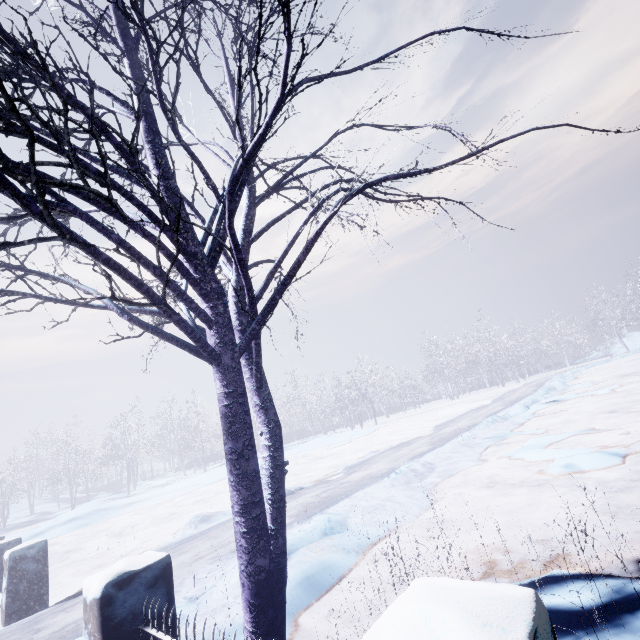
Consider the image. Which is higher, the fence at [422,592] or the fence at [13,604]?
the fence at [422,592]

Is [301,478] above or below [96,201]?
below

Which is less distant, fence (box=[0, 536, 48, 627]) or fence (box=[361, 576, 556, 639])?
fence (box=[361, 576, 556, 639])

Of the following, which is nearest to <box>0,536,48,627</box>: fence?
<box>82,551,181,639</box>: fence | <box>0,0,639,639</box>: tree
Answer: <box>0,0,639,639</box>: tree

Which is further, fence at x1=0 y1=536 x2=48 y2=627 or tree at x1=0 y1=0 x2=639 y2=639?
fence at x1=0 y1=536 x2=48 y2=627

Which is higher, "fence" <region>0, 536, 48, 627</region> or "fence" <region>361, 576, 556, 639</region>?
"fence" <region>361, 576, 556, 639</region>

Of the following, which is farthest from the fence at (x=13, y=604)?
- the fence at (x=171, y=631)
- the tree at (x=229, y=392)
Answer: the fence at (x=171, y=631)

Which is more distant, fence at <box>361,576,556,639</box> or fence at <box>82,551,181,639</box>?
fence at <box>82,551,181,639</box>
